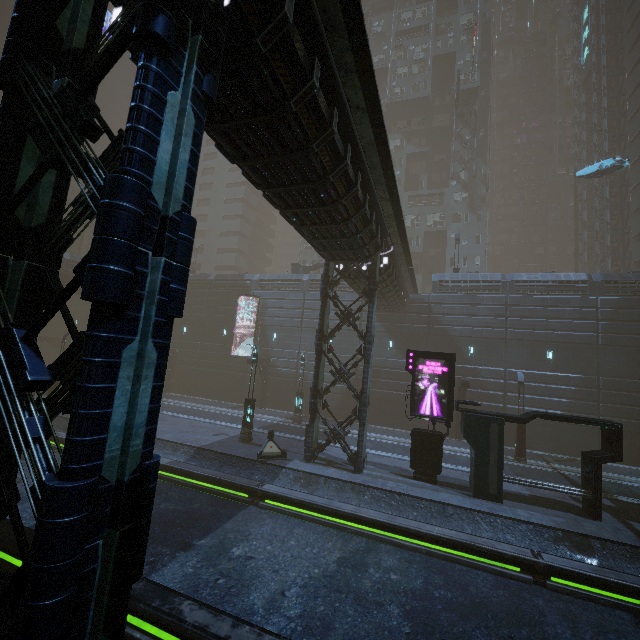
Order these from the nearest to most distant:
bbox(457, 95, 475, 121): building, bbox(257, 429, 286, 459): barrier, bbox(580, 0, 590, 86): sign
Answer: bbox(257, 429, 286, 459): barrier, bbox(457, 95, 475, 121): building, bbox(580, 0, 590, 86): sign

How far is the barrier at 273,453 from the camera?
15.9 meters

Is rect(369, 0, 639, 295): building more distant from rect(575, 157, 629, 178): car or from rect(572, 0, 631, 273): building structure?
rect(575, 157, 629, 178): car

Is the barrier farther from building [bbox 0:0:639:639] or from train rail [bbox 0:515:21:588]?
building [bbox 0:0:639:639]

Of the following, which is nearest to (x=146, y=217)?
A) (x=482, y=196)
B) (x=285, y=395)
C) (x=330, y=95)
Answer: (x=330, y=95)

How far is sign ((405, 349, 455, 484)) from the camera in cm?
1486

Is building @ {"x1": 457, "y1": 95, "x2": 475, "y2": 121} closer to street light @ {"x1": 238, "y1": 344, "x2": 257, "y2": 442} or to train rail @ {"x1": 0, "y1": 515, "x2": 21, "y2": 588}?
train rail @ {"x1": 0, "y1": 515, "x2": 21, "y2": 588}

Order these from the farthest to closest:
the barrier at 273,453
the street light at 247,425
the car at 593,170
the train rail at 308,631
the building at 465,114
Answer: the building at 465,114
the car at 593,170
the street light at 247,425
the barrier at 273,453
the train rail at 308,631
